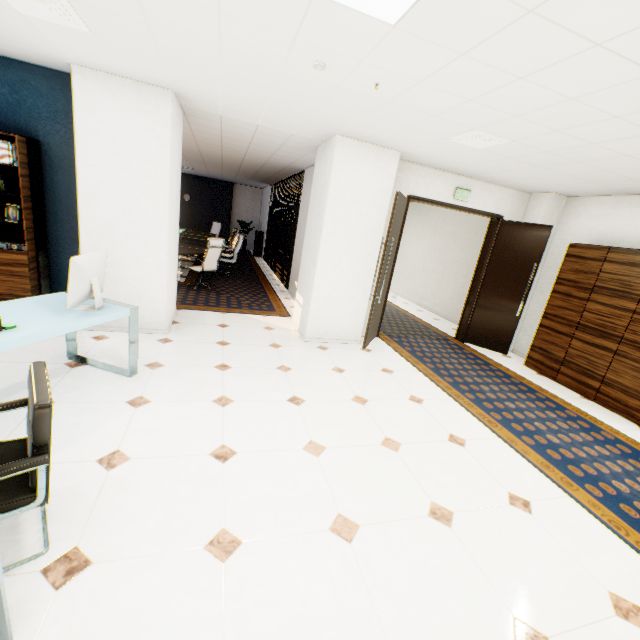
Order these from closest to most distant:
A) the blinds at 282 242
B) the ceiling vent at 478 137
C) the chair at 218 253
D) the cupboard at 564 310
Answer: the ceiling vent at 478 137, the cupboard at 564 310, the chair at 218 253, the blinds at 282 242

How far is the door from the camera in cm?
511

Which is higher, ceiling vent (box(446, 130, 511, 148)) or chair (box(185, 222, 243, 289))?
ceiling vent (box(446, 130, 511, 148))

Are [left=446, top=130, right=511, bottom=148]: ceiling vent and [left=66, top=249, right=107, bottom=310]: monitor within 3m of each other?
no

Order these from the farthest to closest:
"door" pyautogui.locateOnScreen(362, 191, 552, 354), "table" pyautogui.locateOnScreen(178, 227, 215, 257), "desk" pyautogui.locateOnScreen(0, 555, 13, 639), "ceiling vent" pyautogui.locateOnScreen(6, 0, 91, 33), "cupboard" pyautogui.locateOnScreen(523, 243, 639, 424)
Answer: "table" pyautogui.locateOnScreen(178, 227, 215, 257)
"door" pyautogui.locateOnScreen(362, 191, 552, 354)
"cupboard" pyautogui.locateOnScreen(523, 243, 639, 424)
"ceiling vent" pyautogui.locateOnScreen(6, 0, 91, 33)
"desk" pyautogui.locateOnScreen(0, 555, 13, 639)

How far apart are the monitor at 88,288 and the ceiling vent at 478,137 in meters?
3.9

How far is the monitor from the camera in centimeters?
259cm

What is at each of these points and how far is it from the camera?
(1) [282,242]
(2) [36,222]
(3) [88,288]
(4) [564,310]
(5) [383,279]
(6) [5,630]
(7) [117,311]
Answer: (1) blinds, 9.81m
(2) book, 3.87m
(3) monitor, 2.81m
(4) cupboard, 5.19m
(5) door, 4.96m
(6) desk, 1.30m
(7) desk, 2.98m
